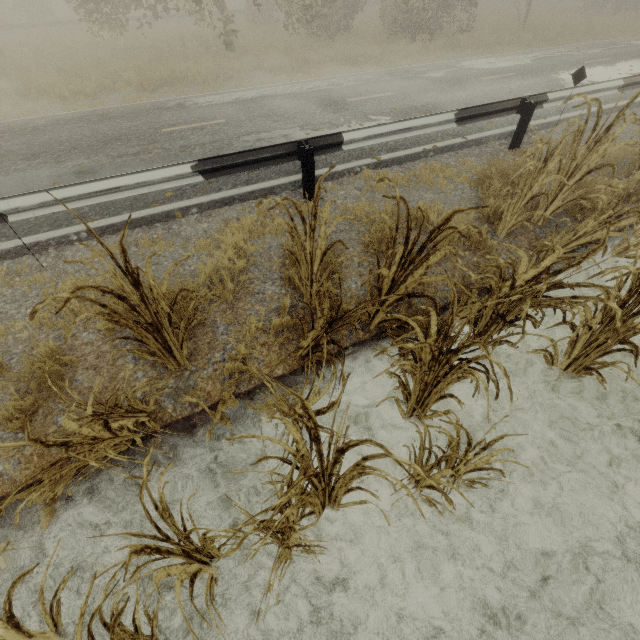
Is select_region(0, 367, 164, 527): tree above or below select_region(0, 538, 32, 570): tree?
above

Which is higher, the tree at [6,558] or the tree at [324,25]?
the tree at [324,25]

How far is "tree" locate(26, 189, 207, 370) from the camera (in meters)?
2.02

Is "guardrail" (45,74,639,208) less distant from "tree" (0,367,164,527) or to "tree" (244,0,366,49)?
"tree" (0,367,164,527)

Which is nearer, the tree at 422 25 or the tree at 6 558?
the tree at 6 558

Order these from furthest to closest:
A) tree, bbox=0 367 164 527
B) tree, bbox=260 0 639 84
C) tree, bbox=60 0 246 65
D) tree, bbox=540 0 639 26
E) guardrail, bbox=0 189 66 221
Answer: tree, bbox=540 0 639 26 → tree, bbox=260 0 639 84 → tree, bbox=60 0 246 65 → guardrail, bbox=0 189 66 221 → tree, bbox=0 367 164 527

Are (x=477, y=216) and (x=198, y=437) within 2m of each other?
no

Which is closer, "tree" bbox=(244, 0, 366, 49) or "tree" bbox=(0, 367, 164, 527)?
"tree" bbox=(0, 367, 164, 527)
